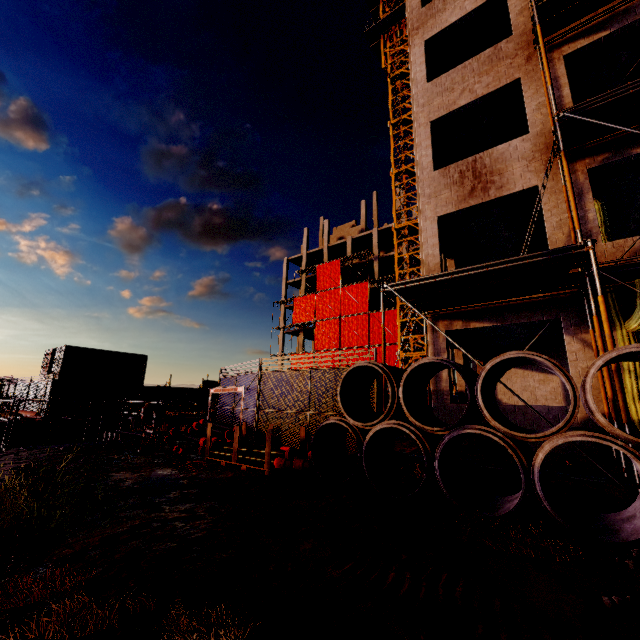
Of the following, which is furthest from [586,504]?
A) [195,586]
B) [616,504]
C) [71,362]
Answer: [71,362]

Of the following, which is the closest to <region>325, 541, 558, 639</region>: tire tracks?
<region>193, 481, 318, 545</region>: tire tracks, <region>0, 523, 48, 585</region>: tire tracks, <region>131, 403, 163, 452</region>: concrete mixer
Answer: <region>193, 481, 318, 545</region>: tire tracks

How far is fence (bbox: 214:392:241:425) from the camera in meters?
10.9 m

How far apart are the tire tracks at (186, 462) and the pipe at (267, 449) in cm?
1

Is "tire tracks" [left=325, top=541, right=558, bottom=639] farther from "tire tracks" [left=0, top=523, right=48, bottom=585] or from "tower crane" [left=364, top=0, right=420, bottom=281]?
"tower crane" [left=364, top=0, right=420, bottom=281]

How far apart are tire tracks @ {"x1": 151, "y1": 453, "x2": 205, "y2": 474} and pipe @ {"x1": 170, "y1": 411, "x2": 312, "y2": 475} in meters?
0.0

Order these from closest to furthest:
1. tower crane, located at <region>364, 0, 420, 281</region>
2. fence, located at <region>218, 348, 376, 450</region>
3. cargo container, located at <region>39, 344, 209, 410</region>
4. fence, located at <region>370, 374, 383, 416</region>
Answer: fence, located at <region>370, 374, 383, 416</region>, fence, located at <region>218, 348, 376, 450</region>, cargo container, located at <region>39, 344, 209, 410</region>, tower crane, located at <region>364, 0, 420, 281</region>

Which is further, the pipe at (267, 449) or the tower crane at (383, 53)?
the tower crane at (383, 53)
